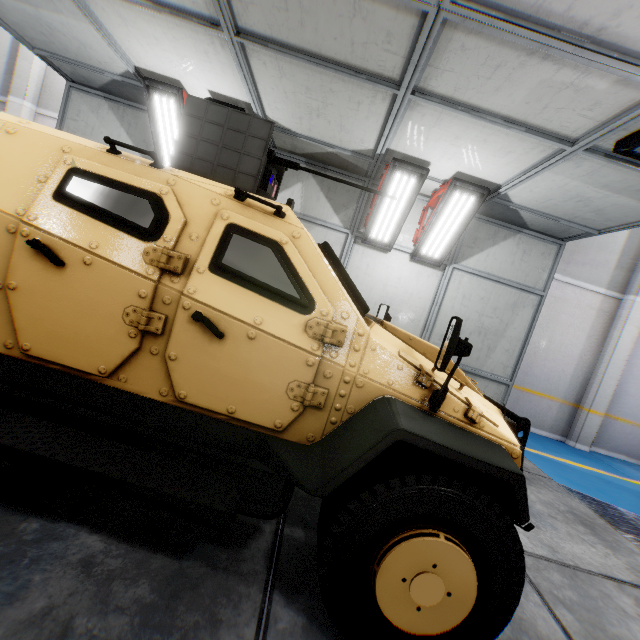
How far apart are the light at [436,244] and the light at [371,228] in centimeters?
36cm

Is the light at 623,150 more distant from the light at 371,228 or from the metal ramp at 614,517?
the metal ramp at 614,517

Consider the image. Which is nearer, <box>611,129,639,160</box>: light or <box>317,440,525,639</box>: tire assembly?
<box>317,440,525,639</box>: tire assembly

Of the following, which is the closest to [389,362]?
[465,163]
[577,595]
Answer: [577,595]

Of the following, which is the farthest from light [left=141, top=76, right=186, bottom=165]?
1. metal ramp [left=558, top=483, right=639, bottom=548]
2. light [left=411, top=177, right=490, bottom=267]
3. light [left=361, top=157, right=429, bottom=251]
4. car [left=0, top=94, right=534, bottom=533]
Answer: metal ramp [left=558, top=483, right=639, bottom=548]

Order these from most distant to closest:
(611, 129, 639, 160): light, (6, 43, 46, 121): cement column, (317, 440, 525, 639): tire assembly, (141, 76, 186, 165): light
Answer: (6, 43, 46, 121): cement column < (141, 76, 186, 165): light < (611, 129, 639, 160): light < (317, 440, 525, 639): tire assembly

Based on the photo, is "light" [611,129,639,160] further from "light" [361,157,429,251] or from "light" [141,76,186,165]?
"light" [141,76,186,165]

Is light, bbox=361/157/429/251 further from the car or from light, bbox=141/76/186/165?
light, bbox=141/76/186/165
